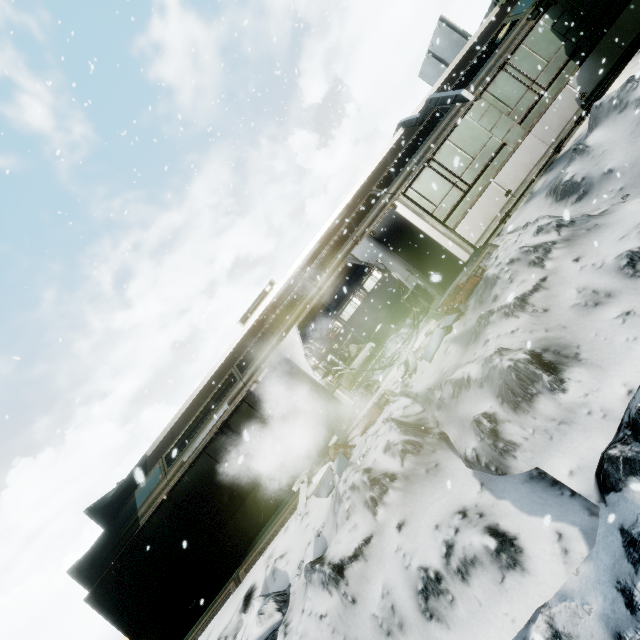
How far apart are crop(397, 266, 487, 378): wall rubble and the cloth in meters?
7.3 m

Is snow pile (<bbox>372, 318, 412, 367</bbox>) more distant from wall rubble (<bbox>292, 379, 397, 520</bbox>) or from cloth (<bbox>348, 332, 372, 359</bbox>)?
cloth (<bbox>348, 332, 372, 359</bbox>)

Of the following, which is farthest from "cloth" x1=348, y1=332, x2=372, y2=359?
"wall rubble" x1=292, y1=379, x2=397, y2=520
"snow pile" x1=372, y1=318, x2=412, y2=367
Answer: "wall rubble" x1=292, y1=379, x2=397, y2=520

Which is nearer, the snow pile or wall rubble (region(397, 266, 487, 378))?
wall rubble (region(397, 266, 487, 378))

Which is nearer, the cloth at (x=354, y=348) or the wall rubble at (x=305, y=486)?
the wall rubble at (x=305, y=486)

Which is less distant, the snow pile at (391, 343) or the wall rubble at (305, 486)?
the wall rubble at (305, 486)

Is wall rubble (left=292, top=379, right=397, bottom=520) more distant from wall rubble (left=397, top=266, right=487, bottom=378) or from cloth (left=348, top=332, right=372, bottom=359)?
cloth (left=348, top=332, right=372, bottom=359)

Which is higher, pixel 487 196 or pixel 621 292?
pixel 487 196
